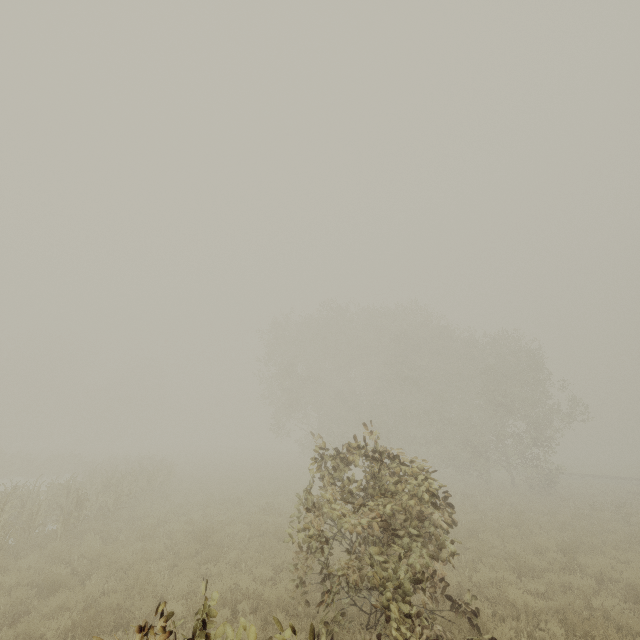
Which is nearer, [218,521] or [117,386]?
[218,521]

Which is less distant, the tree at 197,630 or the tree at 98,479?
the tree at 197,630

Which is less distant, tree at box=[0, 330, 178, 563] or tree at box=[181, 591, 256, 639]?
tree at box=[181, 591, 256, 639]
